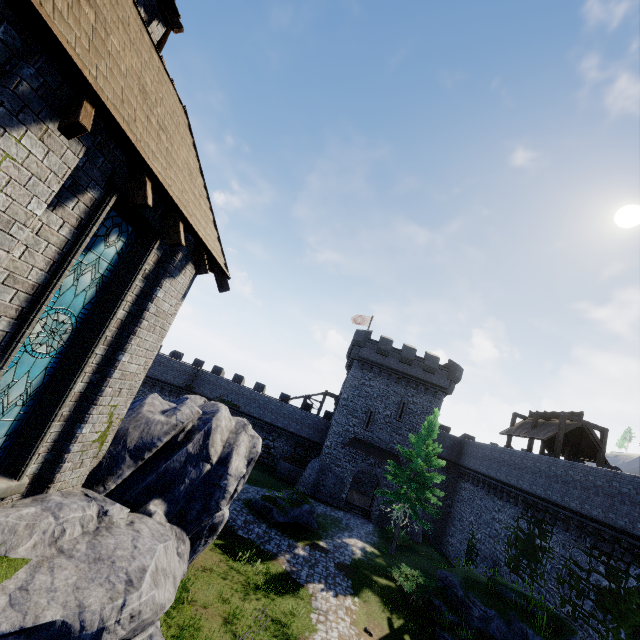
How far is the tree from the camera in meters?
22.6 m

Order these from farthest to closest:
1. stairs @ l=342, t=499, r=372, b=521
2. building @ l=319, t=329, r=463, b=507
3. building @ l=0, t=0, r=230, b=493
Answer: building @ l=319, t=329, r=463, b=507, stairs @ l=342, t=499, r=372, b=521, building @ l=0, t=0, r=230, b=493

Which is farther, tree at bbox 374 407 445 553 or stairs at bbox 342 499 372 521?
stairs at bbox 342 499 372 521

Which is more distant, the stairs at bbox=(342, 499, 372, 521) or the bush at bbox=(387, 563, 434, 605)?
the stairs at bbox=(342, 499, 372, 521)

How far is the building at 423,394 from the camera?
31.6m

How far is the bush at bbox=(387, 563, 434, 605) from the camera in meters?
16.7 m

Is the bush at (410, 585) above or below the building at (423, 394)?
below

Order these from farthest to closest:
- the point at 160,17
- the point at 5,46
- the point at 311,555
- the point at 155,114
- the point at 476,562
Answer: the point at 476,562
the point at 311,555
the point at 160,17
the point at 155,114
the point at 5,46
